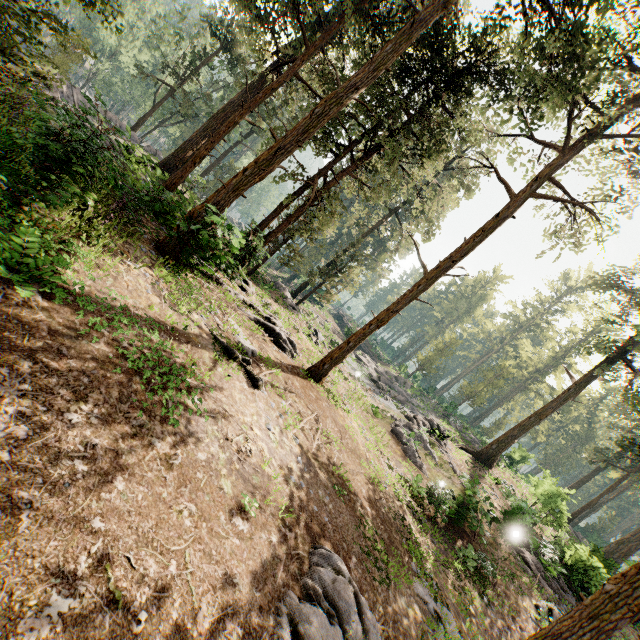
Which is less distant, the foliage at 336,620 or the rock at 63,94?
the foliage at 336,620

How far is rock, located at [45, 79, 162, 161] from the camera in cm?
612

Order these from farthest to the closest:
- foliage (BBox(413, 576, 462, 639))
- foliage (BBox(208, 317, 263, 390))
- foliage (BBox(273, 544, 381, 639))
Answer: foliage (BBox(208, 317, 263, 390)), foliage (BBox(413, 576, 462, 639)), foliage (BBox(273, 544, 381, 639))

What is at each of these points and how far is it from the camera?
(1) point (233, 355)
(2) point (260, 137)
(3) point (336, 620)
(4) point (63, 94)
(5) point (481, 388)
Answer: (1) foliage, 9.8 meters
(2) foliage, 36.3 meters
(3) foliage, 5.5 meters
(4) rock, 18.9 meters
(5) foliage, 43.6 meters

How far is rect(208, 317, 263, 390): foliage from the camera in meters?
9.8

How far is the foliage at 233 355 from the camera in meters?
9.8

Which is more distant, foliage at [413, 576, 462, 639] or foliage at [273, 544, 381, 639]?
foliage at [413, 576, 462, 639]
